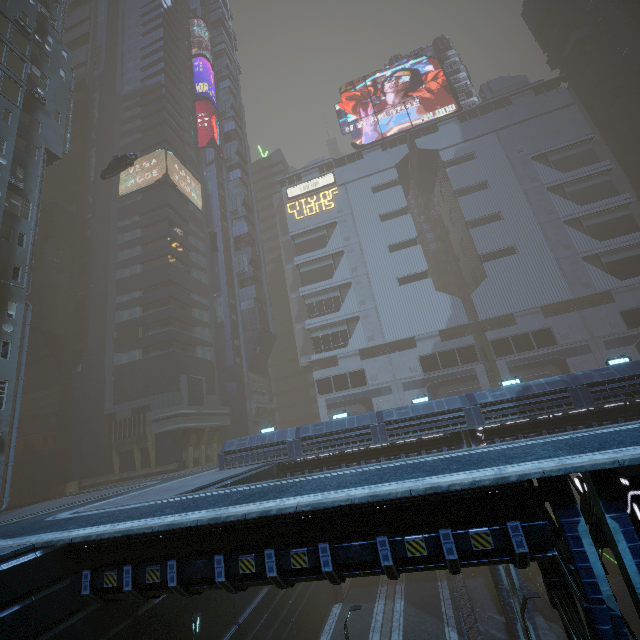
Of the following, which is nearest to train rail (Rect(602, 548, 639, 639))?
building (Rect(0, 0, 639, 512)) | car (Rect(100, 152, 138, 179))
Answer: building (Rect(0, 0, 639, 512))

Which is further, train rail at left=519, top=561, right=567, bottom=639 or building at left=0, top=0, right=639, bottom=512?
building at left=0, top=0, right=639, bottom=512

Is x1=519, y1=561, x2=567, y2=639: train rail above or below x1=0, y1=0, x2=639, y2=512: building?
below

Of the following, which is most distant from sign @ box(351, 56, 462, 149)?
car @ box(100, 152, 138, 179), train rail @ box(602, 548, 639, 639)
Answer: train rail @ box(602, 548, 639, 639)

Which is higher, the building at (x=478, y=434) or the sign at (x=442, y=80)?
the sign at (x=442, y=80)

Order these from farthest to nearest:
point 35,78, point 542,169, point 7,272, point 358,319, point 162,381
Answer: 1. point 358,319
2. point 542,169
3. point 162,381
4. point 35,78
5. point 7,272

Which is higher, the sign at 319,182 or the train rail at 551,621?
the sign at 319,182

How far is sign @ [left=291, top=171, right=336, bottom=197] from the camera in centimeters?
5863cm
